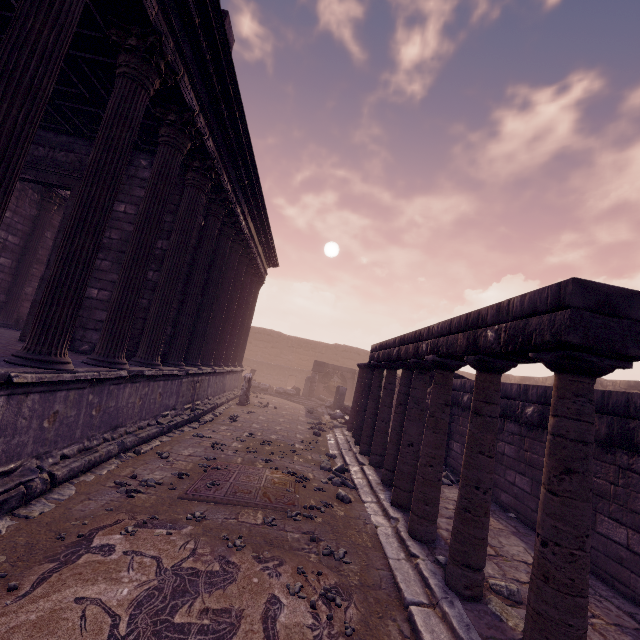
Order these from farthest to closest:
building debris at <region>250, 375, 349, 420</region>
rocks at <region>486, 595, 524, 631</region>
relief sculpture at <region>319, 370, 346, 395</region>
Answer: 1. relief sculpture at <region>319, 370, 346, 395</region>
2. building debris at <region>250, 375, 349, 420</region>
3. rocks at <region>486, 595, 524, 631</region>

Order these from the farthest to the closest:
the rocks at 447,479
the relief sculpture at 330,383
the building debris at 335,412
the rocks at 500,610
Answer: the relief sculpture at 330,383 < the building debris at 335,412 < the rocks at 447,479 < the rocks at 500,610

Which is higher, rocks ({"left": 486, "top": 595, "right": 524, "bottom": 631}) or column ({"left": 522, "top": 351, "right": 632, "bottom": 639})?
column ({"left": 522, "top": 351, "right": 632, "bottom": 639})

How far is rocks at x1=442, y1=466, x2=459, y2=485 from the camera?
7.5m

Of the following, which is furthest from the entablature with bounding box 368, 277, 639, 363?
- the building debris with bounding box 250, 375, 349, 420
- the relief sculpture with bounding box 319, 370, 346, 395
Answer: the relief sculpture with bounding box 319, 370, 346, 395

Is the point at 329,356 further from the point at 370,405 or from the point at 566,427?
the point at 566,427

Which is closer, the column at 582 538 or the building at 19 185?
the column at 582 538
